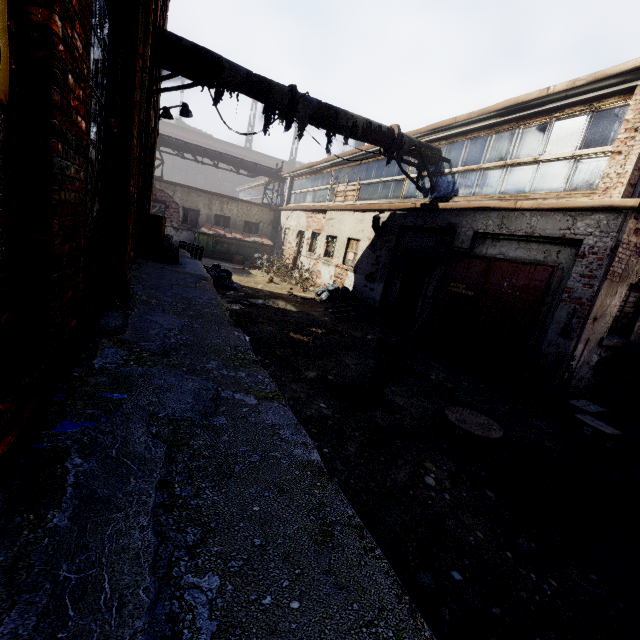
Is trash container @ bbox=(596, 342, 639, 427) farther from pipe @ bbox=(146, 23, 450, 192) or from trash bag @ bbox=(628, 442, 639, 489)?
pipe @ bbox=(146, 23, 450, 192)

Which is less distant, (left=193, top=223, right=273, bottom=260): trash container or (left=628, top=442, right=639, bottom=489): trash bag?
(left=628, top=442, right=639, bottom=489): trash bag

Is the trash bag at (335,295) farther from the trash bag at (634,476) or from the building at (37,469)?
the trash bag at (634,476)

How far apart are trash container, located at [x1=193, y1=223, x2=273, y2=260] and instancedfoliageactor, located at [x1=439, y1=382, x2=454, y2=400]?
15.81m

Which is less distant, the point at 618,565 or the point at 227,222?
the point at 618,565

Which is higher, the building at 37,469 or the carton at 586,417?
the building at 37,469

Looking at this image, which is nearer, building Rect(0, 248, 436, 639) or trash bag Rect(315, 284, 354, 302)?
building Rect(0, 248, 436, 639)

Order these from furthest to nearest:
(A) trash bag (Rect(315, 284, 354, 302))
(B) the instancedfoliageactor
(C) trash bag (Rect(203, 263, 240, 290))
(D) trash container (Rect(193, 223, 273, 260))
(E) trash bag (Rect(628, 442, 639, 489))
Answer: (D) trash container (Rect(193, 223, 273, 260)) < (A) trash bag (Rect(315, 284, 354, 302)) < (C) trash bag (Rect(203, 263, 240, 290)) < (B) the instancedfoliageactor < (E) trash bag (Rect(628, 442, 639, 489))
